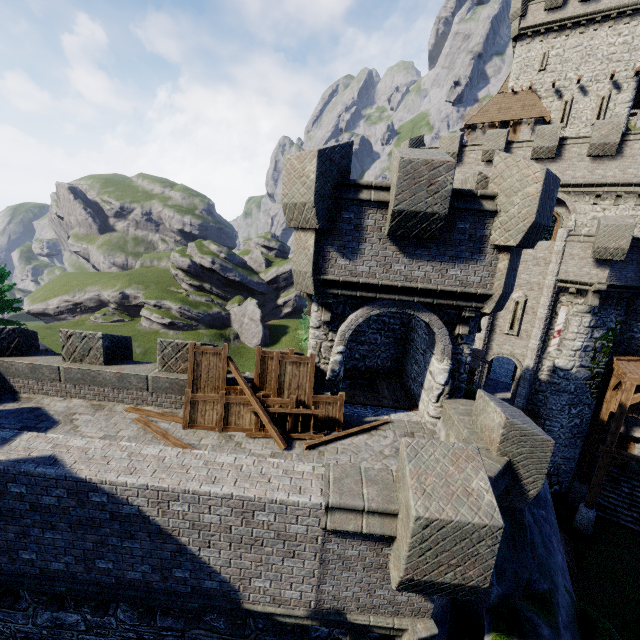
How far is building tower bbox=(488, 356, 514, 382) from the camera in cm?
2560

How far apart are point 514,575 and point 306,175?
10.9 meters

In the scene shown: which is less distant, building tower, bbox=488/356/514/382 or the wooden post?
the wooden post

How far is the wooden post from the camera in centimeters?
1778cm

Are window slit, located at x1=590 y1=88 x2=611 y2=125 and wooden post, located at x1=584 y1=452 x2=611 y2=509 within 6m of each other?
no

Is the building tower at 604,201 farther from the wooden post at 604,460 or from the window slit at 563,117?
the window slit at 563,117

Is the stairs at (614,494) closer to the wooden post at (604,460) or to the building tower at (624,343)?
the wooden post at (604,460)

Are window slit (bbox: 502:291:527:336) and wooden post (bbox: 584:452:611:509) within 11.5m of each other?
yes
